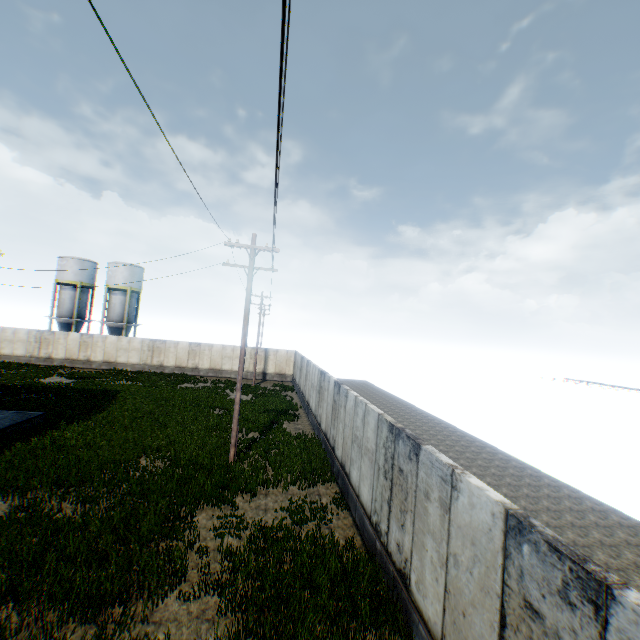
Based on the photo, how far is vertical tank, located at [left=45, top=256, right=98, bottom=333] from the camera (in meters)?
39.31

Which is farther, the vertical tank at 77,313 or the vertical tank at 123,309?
the vertical tank at 123,309

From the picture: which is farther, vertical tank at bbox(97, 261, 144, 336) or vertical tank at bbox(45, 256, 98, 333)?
vertical tank at bbox(97, 261, 144, 336)

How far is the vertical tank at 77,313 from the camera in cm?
3931

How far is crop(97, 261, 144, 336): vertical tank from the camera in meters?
40.2 m

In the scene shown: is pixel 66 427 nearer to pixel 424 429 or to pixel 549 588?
pixel 549 588
